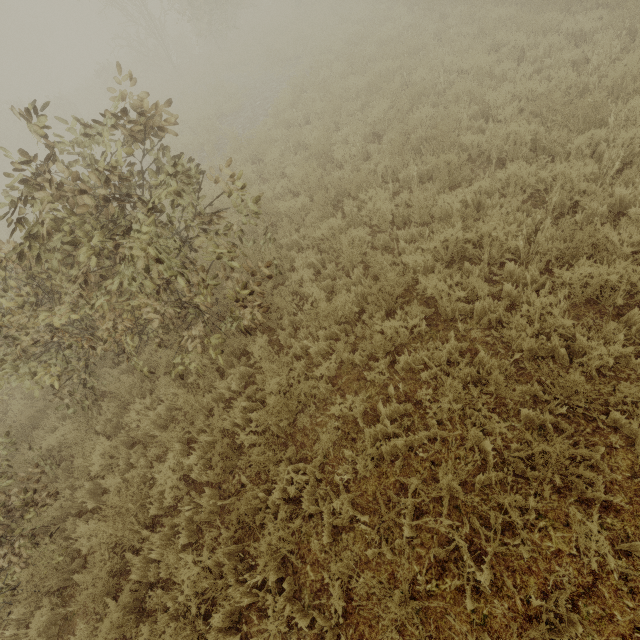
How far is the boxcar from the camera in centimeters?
4603cm

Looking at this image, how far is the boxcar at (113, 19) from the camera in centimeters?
4603cm

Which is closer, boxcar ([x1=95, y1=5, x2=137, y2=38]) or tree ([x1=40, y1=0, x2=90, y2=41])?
boxcar ([x1=95, y1=5, x2=137, y2=38])

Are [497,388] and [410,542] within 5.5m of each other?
yes

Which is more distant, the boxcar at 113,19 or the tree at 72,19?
the tree at 72,19
